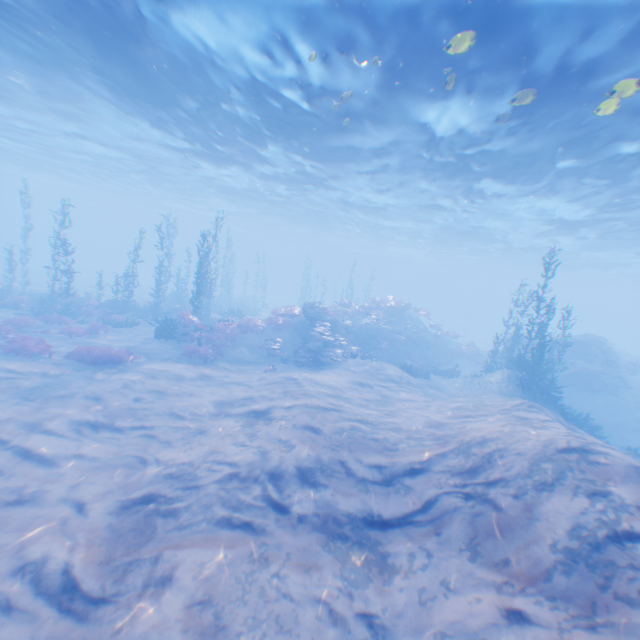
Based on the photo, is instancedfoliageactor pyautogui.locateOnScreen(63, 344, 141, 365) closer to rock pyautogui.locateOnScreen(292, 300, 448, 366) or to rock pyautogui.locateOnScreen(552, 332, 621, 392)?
rock pyautogui.locateOnScreen(552, 332, 621, 392)

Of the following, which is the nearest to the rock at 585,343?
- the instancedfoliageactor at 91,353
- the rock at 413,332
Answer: the rock at 413,332

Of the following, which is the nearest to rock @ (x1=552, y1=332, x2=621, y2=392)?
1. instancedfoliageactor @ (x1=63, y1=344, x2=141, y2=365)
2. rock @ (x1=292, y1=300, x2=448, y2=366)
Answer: rock @ (x1=292, y1=300, x2=448, y2=366)

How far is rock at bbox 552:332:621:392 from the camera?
21.8 meters

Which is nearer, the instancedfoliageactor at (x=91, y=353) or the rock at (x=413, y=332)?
the instancedfoliageactor at (x=91, y=353)

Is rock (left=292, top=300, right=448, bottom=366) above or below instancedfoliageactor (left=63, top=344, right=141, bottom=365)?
above

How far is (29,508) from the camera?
6.3m
